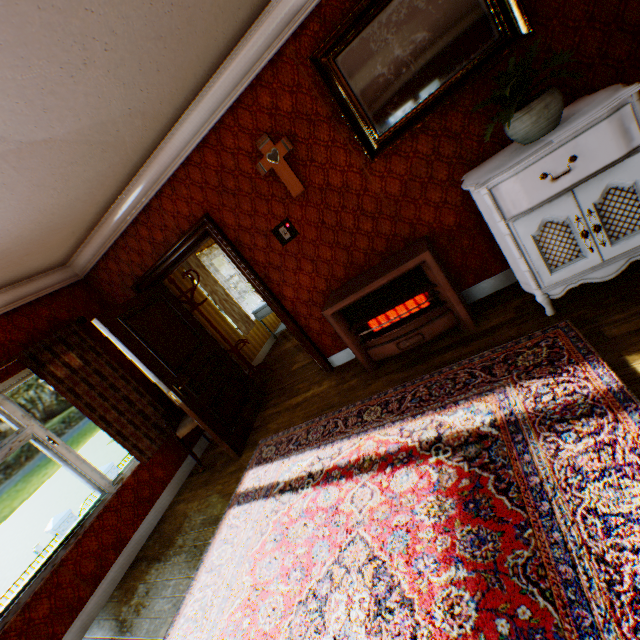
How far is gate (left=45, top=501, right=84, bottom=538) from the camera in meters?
13.4

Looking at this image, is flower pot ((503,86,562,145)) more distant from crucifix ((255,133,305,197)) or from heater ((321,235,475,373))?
crucifix ((255,133,305,197))

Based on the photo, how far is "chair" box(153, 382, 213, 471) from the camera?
4.2m

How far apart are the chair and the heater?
1.97m

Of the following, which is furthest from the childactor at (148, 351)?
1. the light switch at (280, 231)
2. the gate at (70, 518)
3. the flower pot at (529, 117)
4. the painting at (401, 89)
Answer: the gate at (70, 518)

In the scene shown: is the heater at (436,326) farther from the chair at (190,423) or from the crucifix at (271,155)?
the chair at (190,423)

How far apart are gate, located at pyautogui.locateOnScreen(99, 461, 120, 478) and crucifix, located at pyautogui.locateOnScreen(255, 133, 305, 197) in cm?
1788

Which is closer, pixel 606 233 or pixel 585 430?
pixel 585 430
